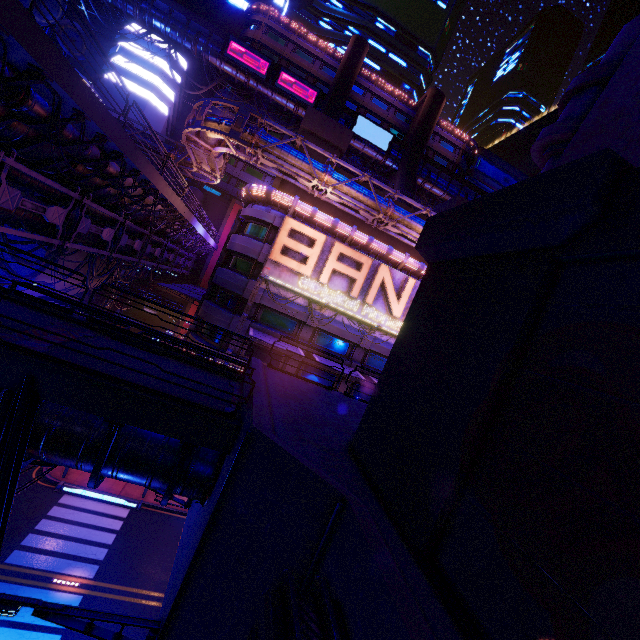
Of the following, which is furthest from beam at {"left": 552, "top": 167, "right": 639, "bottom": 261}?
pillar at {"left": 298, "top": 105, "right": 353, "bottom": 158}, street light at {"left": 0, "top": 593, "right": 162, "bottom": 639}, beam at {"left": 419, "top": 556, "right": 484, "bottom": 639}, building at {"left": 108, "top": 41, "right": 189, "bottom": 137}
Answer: building at {"left": 108, "top": 41, "right": 189, "bottom": 137}

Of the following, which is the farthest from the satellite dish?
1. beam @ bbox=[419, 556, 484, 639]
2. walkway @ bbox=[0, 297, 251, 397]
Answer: beam @ bbox=[419, 556, 484, 639]

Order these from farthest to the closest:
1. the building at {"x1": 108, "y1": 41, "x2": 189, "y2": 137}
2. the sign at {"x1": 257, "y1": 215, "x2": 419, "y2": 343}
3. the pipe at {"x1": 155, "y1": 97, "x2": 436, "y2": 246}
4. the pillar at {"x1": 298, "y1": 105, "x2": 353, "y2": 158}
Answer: the building at {"x1": 108, "y1": 41, "x2": 189, "y2": 137}
the pillar at {"x1": 298, "y1": 105, "x2": 353, "y2": 158}
the sign at {"x1": 257, "y1": 215, "x2": 419, "y2": 343}
the pipe at {"x1": 155, "y1": 97, "x2": 436, "y2": 246}

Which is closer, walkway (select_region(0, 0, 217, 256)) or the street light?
the street light

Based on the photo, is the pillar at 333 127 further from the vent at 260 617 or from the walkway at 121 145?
the vent at 260 617

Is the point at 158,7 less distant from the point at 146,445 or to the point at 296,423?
the point at 146,445

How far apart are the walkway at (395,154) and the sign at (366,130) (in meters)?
0.09

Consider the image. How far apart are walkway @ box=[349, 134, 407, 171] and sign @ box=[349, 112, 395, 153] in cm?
9
